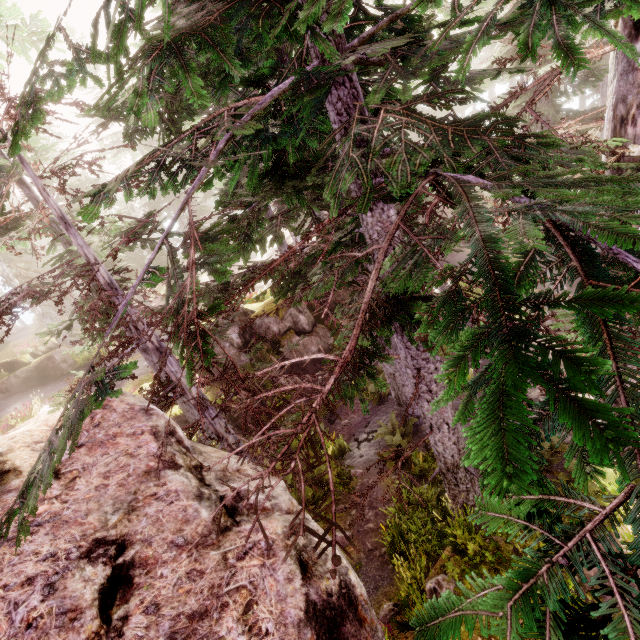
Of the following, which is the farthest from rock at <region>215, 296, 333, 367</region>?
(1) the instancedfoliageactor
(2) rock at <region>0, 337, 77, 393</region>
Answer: (2) rock at <region>0, 337, 77, 393</region>

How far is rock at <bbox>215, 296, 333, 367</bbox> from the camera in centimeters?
1839cm

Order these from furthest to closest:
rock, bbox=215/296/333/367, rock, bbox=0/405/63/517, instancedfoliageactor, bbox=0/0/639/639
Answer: rock, bbox=215/296/333/367 → rock, bbox=0/405/63/517 → instancedfoliageactor, bbox=0/0/639/639

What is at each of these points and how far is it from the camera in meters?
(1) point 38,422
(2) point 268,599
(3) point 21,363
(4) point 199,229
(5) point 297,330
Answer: (1) rock, 5.6
(2) rock, 3.2
(3) rock, 20.5
(4) instancedfoliageactor, 5.0
(5) rock, 19.8

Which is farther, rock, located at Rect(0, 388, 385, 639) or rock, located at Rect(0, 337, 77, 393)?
rock, located at Rect(0, 337, 77, 393)

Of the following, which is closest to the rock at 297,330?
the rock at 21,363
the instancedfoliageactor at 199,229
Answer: the instancedfoliageactor at 199,229
